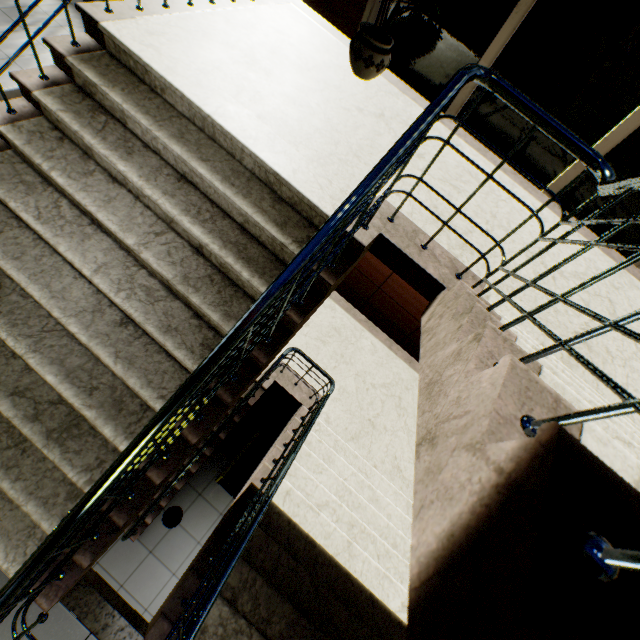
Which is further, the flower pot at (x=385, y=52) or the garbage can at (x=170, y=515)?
the garbage can at (x=170, y=515)

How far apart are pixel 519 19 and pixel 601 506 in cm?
397

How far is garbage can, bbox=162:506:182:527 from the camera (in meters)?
4.77

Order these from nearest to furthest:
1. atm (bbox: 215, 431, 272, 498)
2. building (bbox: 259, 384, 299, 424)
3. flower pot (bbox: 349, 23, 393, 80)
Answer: flower pot (bbox: 349, 23, 393, 80) → atm (bbox: 215, 431, 272, 498) → building (bbox: 259, 384, 299, 424)

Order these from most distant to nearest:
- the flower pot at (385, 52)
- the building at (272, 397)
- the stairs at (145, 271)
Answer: the building at (272, 397), the flower pot at (385, 52), the stairs at (145, 271)

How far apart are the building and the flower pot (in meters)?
4.22

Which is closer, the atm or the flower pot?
the flower pot

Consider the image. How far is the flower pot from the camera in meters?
2.9 m
